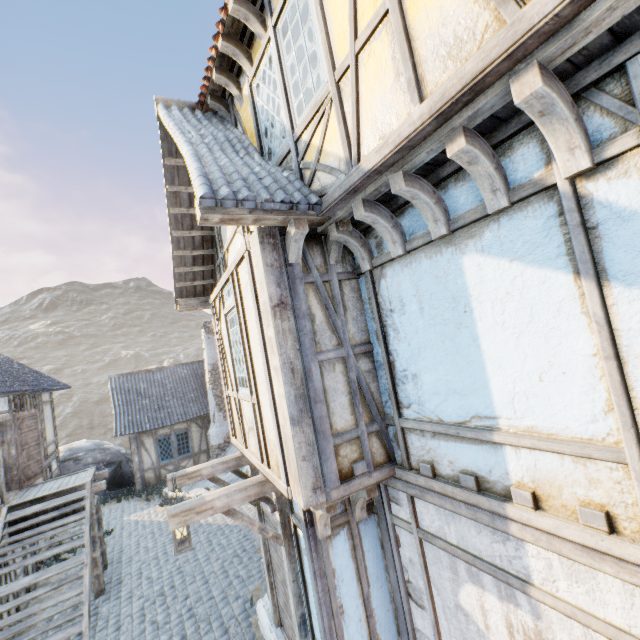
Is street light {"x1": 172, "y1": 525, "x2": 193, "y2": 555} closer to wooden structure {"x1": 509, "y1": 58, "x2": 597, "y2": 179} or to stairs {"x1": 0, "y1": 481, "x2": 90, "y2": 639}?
stairs {"x1": 0, "y1": 481, "x2": 90, "y2": 639}

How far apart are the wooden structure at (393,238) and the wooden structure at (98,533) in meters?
10.5

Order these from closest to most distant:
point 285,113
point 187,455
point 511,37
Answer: point 511,37 → point 285,113 → point 187,455

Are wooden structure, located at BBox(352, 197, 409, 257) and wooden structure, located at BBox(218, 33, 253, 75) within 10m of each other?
yes

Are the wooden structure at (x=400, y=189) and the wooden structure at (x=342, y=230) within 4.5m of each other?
yes

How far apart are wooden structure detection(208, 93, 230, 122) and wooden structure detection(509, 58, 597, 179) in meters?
4.7

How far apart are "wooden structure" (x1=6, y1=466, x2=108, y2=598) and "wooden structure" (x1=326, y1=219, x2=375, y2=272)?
9.86m

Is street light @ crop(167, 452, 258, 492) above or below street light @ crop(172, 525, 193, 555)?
above
